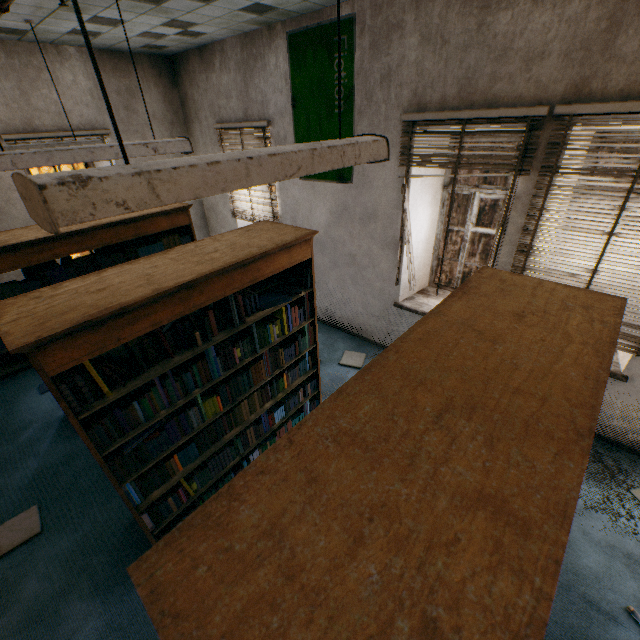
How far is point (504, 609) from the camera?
0.6 meters

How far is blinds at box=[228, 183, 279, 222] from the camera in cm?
508

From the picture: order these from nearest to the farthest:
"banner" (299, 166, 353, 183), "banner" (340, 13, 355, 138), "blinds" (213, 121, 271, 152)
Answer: "banner" (340, 13, 355, 138) < "banner" (299, 166, 353, 183) < "blinds" (213, 121, 271, 152)

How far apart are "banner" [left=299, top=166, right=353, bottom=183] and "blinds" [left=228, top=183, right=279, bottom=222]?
0.4 meters

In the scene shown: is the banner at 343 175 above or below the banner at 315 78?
below

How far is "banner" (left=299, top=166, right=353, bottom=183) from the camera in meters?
4.0

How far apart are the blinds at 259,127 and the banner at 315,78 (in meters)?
0.42
